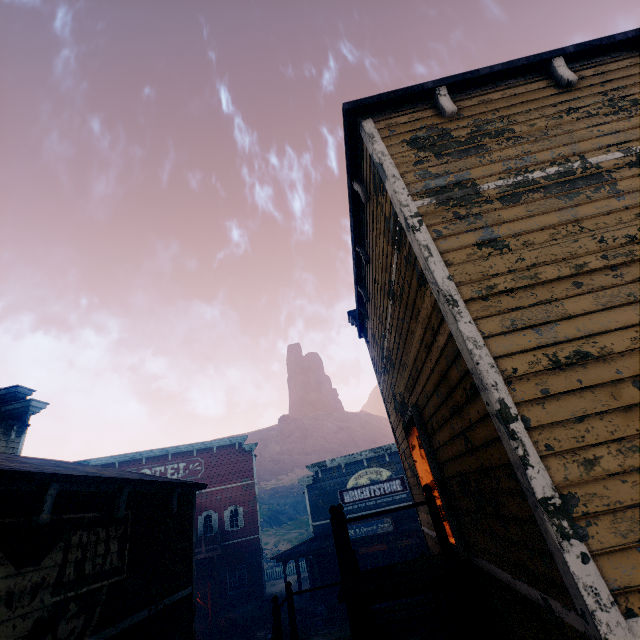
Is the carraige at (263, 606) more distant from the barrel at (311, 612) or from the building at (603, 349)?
the barrel at (311, 612)

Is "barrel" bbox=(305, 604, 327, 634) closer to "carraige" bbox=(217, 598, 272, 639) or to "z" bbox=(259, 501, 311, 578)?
"z" bbox=(259, 501, 311, 578)

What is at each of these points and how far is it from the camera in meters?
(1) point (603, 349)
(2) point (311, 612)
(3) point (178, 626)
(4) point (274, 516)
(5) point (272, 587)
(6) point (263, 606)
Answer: (1) building, 2.9
(2) barrel, 19.0
(3) building, 6.6
(4) z, 55.7
(5) z, 32.5
(6) carraige, 19.8

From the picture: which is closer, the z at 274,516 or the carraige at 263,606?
the carraige at 263,606

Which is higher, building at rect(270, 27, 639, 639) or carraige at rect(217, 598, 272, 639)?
building at rect(270, 27, 639, 639)

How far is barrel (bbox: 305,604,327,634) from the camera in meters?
18.1 m

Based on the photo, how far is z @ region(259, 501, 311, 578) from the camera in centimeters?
4266cm
